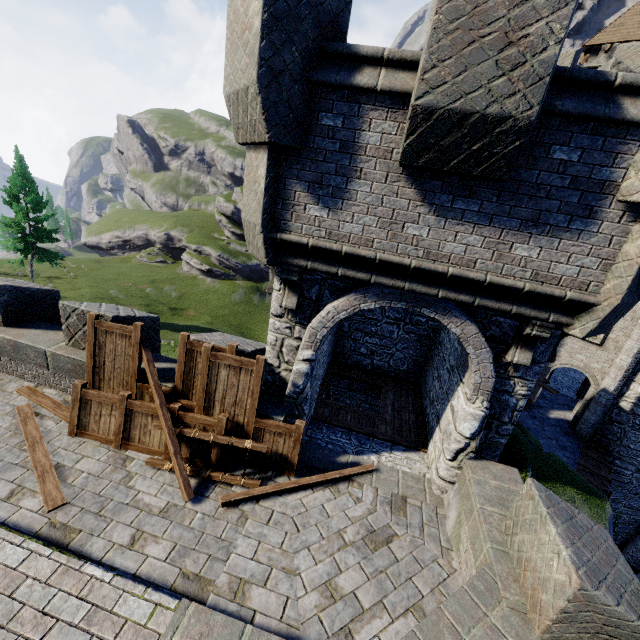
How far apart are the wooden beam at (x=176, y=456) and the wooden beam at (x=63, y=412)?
1.61m

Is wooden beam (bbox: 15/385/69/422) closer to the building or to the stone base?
the stone base

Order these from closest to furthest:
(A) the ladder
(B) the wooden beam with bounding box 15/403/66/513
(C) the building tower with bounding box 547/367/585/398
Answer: (B) the wooden beam with bounding box 15/403/66/513 < (A) the ladder < (C) the building tower with bounding box 547/367/585/398

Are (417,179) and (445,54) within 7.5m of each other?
yes

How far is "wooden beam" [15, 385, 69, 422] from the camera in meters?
6.6 m

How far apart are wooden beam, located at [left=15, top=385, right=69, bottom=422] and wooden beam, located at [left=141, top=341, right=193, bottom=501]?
1.6 meters

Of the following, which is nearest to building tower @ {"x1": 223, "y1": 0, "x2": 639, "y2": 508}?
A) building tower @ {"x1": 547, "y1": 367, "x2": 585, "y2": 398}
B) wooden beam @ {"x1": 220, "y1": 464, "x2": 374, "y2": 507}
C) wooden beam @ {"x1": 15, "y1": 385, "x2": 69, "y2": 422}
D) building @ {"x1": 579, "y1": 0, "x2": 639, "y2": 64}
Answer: wooden beam @ {"x1": 220, "y1": 464, "x2": 374, "y2": 507}

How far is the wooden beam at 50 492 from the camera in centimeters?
501cm
